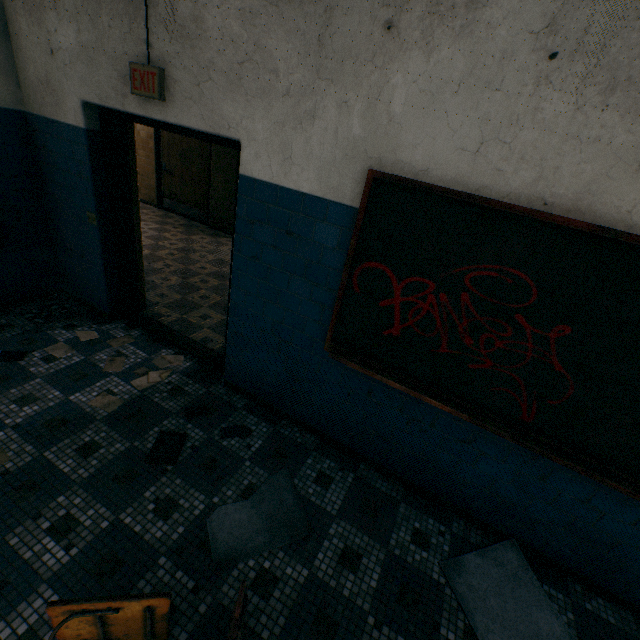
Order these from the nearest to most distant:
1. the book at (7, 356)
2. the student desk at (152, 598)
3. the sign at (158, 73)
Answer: the student desk at (152, 598) < the sign at (158, 73) < the book at (7, 356)

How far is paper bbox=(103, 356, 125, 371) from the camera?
3.1 meters

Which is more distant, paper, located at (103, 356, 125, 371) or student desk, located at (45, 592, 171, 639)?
paper, located at (103, 356, 125, 371)

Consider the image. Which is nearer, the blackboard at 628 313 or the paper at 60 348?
the blackboard at 628 313

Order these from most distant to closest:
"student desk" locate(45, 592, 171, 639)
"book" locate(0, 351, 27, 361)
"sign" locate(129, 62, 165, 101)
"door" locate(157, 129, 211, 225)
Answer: "door" locate(157, 129, 211, 225) → "book" locate(0, 351, 27, 361) → "sign" locate(129, 62, 165, 101) → "student desk" locate(45, 592, 171, 639)

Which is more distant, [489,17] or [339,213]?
[339,213]

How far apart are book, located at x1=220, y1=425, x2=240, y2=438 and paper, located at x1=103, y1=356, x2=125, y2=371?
1.3 meters

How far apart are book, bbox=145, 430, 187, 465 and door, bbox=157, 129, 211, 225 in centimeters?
627cm
